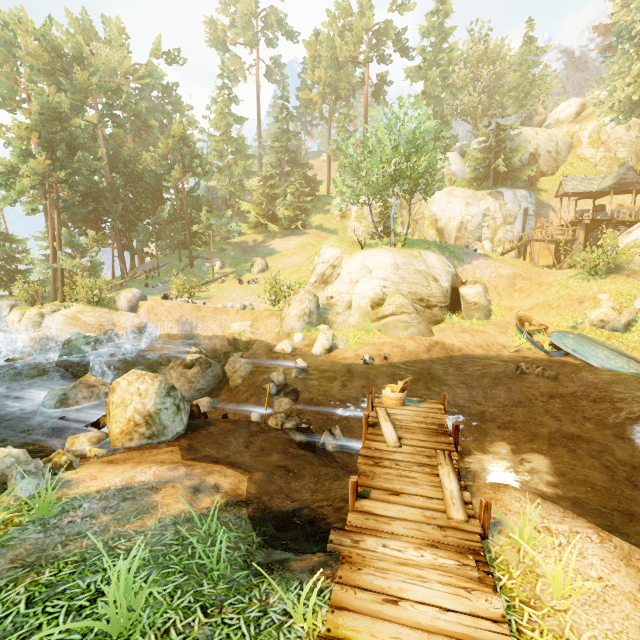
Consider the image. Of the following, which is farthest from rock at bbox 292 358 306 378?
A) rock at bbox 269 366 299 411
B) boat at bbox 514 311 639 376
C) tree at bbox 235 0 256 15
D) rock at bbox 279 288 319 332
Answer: boat at bbox 514 311 639 376

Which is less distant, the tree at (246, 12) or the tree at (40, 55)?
the tree at (40, 55)

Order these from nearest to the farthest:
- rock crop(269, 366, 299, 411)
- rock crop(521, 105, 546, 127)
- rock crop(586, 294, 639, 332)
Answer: rock crop(269, 366, 299, 411), rock crop(586, 294, 639, 332), rock crop(521, 105, 546, 127)

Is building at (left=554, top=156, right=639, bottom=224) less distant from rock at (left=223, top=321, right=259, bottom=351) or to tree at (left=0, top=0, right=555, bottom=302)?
tree at (left=0, top=0, right=555, bottom=302)

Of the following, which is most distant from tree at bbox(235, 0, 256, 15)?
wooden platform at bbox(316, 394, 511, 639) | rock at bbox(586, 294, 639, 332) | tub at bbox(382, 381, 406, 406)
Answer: rock at bbox(586, 294, 639, 332)

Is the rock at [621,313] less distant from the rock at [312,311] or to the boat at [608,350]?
the boat at [608,350]

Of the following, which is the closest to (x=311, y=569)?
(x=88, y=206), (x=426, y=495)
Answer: (x=426, y=495)

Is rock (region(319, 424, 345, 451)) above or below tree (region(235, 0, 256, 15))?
below
